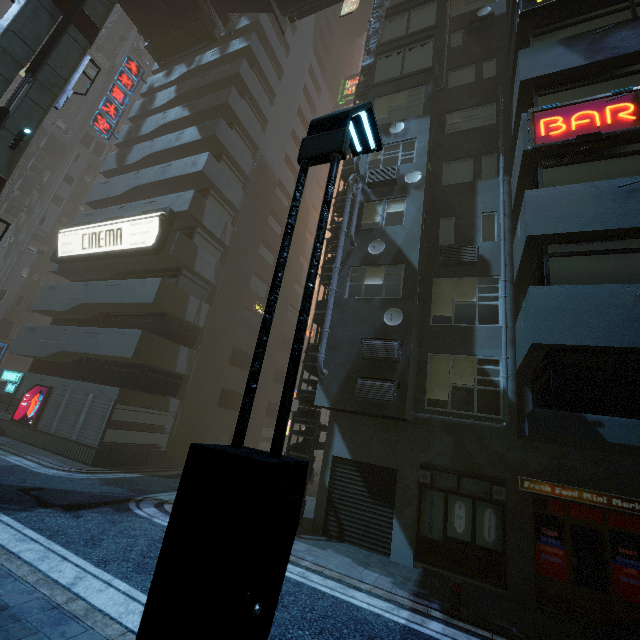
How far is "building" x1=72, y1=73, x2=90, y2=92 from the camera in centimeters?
3912cm

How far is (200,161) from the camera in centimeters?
2027cm

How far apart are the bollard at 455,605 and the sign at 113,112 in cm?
3634

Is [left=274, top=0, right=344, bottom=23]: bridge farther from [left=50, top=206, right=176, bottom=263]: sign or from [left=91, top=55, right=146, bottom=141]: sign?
[left=91, top=55, right=146, bottom=141]: sign

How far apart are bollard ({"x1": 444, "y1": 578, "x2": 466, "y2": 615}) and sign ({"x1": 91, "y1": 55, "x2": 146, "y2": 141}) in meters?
36.3

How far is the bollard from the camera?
7.1 meters

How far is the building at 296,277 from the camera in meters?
25.9
